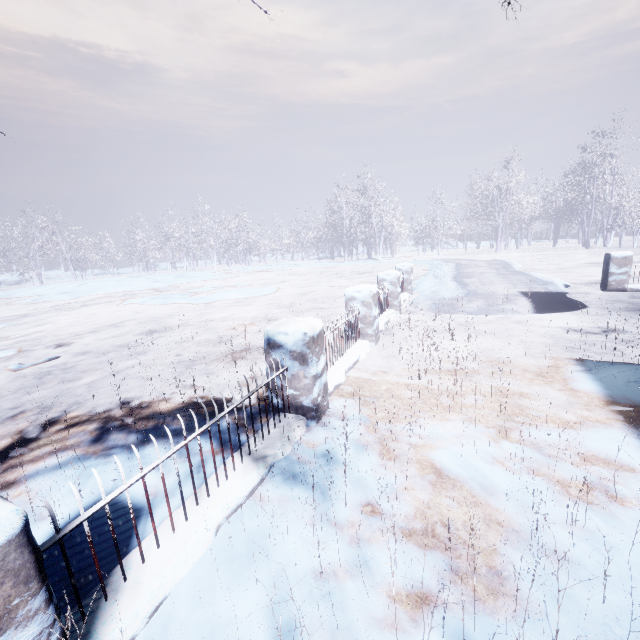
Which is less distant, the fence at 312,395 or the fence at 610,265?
the fence at 312,395

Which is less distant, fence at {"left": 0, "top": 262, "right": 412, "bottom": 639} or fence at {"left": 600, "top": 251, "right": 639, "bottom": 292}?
fence at {"left": 0, "top": 262, "right": 412, "bottom": 639}

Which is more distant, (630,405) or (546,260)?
(546,260)
